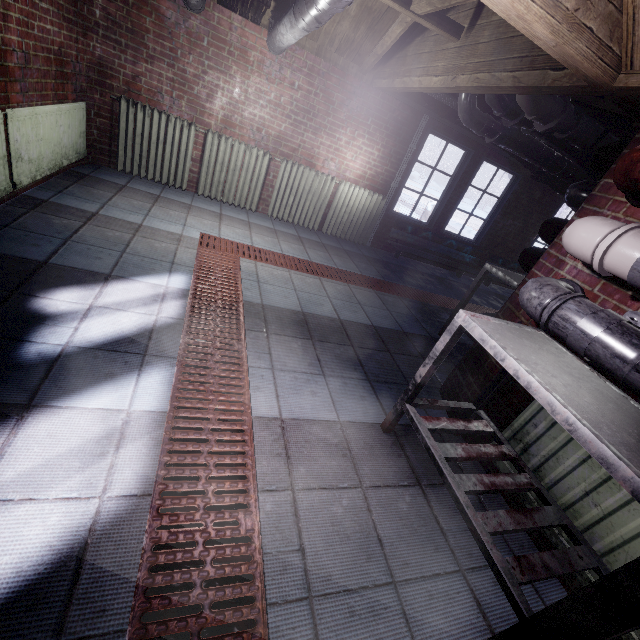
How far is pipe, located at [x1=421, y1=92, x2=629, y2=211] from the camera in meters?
2.2 m

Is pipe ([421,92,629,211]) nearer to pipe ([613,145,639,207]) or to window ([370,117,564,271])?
window ([370,117,564,271])

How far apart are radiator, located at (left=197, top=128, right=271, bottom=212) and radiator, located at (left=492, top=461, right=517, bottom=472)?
3.80m

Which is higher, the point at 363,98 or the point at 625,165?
the point at 363,98

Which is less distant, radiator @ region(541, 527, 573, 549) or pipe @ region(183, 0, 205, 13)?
radiator @ region(541, 527, 573, 549)

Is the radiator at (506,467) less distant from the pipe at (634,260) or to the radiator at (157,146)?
the pipe at (634,260)

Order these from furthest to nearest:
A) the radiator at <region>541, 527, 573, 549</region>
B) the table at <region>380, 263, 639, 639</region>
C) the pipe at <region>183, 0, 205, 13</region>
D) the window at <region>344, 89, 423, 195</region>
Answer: the window at <region>344, 89, 423, 195</region>, the pipe at <region>183, 0, 205, 13</region>, the radiator at <region>541, 527, 573, 549</region>, the table at <region>380, 263, 639, 639</region>

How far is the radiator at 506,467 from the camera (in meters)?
1.76
